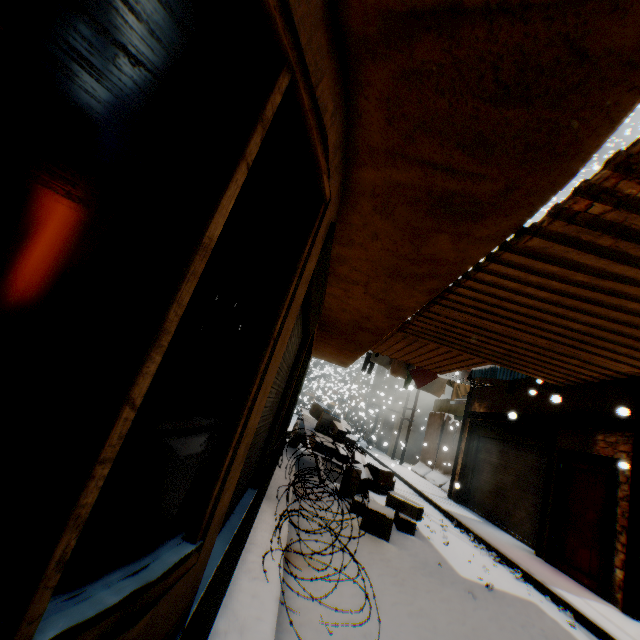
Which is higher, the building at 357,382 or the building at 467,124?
the building at 357,382

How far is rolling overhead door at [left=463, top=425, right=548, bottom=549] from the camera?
8.5 meters

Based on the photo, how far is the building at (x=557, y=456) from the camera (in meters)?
5.89

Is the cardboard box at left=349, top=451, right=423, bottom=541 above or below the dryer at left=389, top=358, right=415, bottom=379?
below

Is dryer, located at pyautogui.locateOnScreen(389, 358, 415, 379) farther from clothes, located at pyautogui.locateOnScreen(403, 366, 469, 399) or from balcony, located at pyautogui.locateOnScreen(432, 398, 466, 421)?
balcony, located at pyautogui.locateOnScreen(432, 398, 466, 421)

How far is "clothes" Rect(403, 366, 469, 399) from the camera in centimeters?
1153cm

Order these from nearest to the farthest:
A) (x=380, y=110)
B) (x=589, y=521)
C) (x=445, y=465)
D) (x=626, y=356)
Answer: (x=380, y=110) → (x=626, y=356) → (x=589, y=521) → (x=445, y=465)

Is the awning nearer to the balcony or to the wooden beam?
the wooden beam
